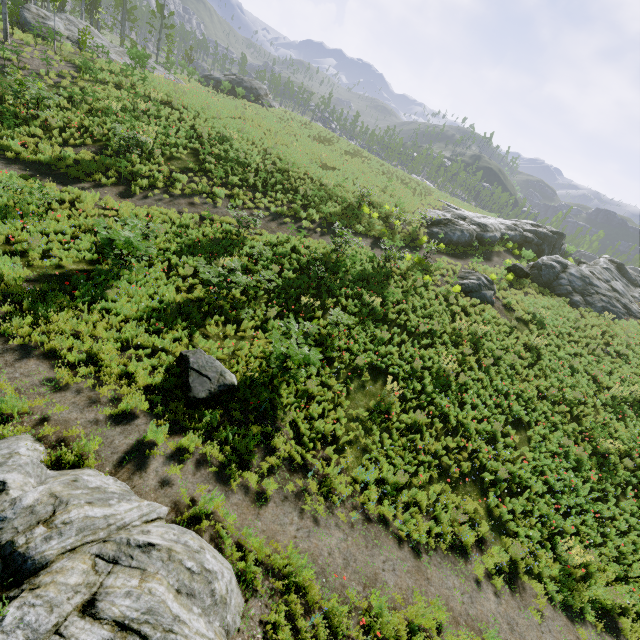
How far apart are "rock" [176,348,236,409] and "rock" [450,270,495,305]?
15.42m

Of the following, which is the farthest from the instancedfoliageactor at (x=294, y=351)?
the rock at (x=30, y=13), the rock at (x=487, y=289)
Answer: the rock at (x=487, y=289)

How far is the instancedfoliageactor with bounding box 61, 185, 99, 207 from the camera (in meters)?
12.79

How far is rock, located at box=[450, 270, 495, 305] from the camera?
19.5m

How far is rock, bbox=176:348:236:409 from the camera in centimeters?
788cm

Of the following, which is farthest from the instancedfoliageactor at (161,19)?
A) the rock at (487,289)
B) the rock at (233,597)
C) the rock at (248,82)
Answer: the rock at (487,289)

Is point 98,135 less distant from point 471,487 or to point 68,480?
point 68,480
